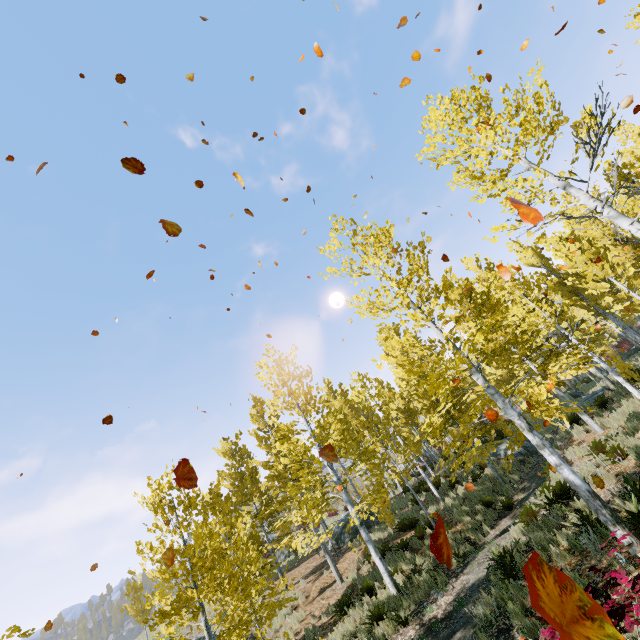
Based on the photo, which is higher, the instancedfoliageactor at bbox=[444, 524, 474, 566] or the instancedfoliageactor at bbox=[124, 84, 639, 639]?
the instancedfoliageactor at bbox=[124, 84, 639, 639]

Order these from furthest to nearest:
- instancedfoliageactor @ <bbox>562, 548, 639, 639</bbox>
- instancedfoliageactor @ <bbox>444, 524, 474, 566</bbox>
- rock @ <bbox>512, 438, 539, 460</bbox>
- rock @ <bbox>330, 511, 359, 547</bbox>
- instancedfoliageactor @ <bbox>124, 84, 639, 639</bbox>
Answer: rock @ <bbox>330, 511, 359, 547</bbox> < rock @ <bbox>512, 438, 539, 460</bbox> < instancedfoliageactor @ <bbox>444, 524, 474, 566</bbox> < instancedfoliageactor @ <bbox>124, 84, 639, 639</bbox> < instancedfoliageactor @ <bbox>562, 548, 639, 639</bbox>

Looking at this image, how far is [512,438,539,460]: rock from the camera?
17.1 meters

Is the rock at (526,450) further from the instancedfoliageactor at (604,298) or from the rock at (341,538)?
the rock at (341,538)

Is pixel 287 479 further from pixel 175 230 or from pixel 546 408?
pixel 175 230

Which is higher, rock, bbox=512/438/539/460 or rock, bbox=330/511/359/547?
rock, bbox=330/511/359/547

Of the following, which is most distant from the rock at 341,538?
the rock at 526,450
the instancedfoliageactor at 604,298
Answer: the rock at 526,450

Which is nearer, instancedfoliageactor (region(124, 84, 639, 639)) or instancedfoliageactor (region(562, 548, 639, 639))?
instancedfoliageactor (region(562, 548, 639, 639))
